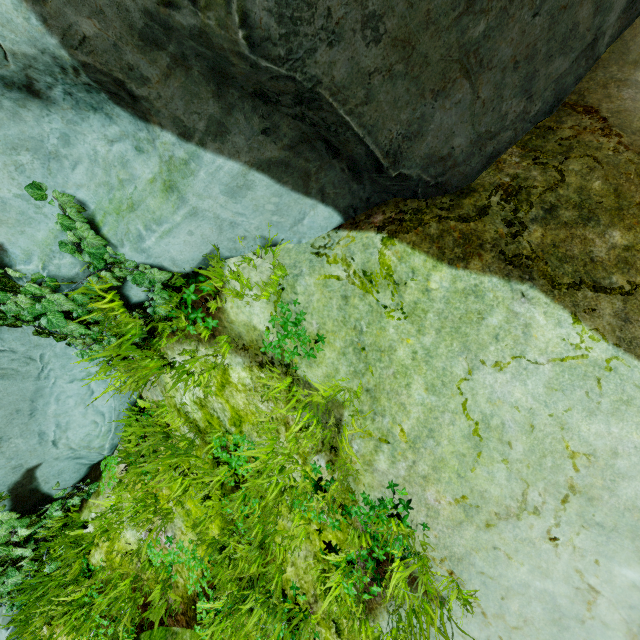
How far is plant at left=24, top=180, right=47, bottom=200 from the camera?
2.3 meters

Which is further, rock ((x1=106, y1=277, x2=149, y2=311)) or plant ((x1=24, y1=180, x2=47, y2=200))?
rock ((x1=106, y1=277, x2=149, y2=311))

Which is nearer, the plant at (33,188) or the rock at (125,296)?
the plant at (33,188)

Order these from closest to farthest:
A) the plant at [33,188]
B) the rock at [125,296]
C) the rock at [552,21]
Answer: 1. the rock at [552,21]
2. the plant at [33,188]
3. the rock at [125,296]

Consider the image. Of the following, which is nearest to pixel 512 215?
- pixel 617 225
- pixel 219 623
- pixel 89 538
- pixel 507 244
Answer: pixel 507 244

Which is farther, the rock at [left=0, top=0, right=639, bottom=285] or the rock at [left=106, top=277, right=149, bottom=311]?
the rock at [left=106, top=277, right=149, bottom=311]

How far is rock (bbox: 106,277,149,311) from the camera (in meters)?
2.98
